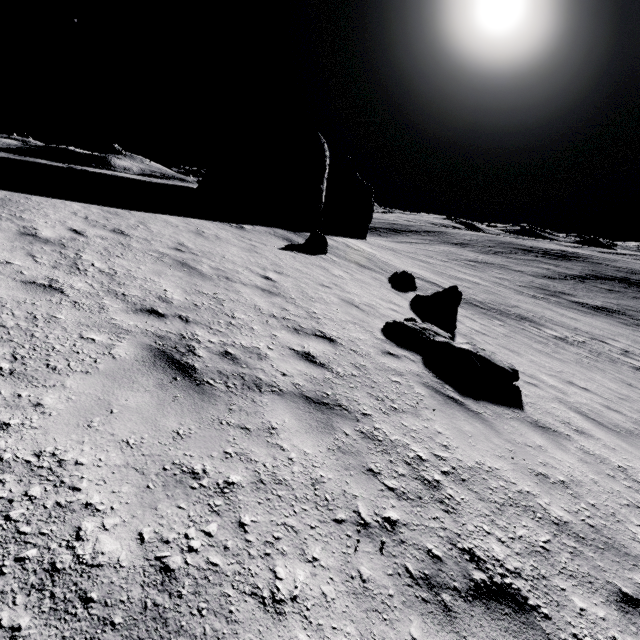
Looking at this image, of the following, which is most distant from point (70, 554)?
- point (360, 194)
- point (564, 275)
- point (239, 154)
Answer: point (564, 275)

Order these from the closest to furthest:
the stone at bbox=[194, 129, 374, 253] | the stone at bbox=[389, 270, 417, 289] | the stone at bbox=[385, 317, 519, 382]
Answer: the stone at bbox=[385, 317, 519, 382]
the stone at bbox=[389, 270, 417, 289]
the stone at bbox=[194, 129, 374, 253]

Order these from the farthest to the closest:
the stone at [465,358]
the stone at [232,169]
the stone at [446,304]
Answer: the stone at [232,169] < the stone at [446,304] < the stone at [465,358]

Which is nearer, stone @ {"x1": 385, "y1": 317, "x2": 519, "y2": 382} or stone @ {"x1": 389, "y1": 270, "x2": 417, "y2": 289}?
stone @ {"x1": 385, "y1": 317, "x2": 519, "y2": 382}

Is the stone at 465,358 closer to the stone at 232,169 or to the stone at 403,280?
the stone at 403,280

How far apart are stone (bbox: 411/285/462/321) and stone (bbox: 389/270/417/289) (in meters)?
2.86

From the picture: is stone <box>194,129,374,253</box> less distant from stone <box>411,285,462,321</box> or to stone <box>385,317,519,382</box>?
stone <box>411,285,462,321</box>

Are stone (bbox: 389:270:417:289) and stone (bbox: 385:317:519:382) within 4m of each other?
no
